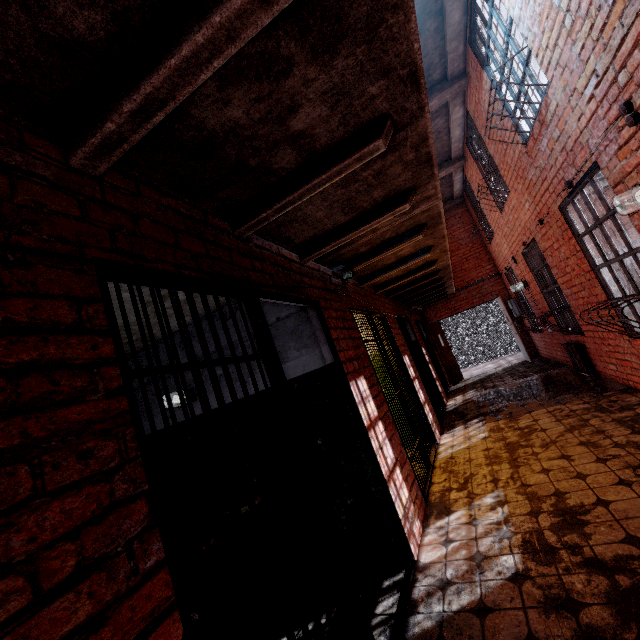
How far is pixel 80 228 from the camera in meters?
1.2 m

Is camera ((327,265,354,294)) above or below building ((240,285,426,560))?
above

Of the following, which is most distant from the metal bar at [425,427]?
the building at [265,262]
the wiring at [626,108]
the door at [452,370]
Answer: the door at [452,370]

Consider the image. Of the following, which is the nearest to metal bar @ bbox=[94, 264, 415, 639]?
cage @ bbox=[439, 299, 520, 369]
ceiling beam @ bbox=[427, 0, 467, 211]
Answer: ceiling beam @ bbox=[427, 0, 467, 211]

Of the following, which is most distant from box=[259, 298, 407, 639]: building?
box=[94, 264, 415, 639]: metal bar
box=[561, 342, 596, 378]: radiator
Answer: box=[561, 342, 596, 378]: radiator

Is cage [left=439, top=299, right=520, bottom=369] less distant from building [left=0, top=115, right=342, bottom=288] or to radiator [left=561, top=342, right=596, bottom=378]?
building [left=0, top=115, right=342, bottom=288]

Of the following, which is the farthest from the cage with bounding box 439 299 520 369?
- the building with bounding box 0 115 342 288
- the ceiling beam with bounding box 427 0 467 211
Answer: the ceiling beam with bounding box 427 0 467 211

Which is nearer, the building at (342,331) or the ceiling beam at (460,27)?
the building at (342,331)
